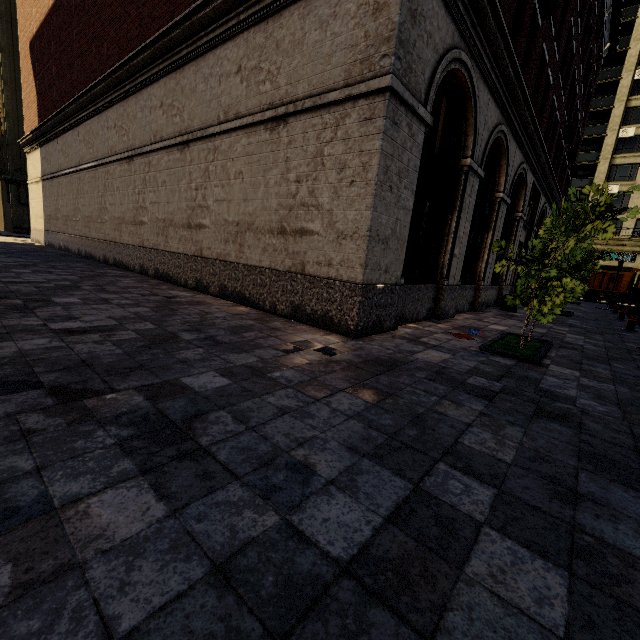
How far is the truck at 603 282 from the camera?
30.02m

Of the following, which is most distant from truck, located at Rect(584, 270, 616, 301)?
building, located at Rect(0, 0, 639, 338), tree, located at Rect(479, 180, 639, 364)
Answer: tree, located at Rect(479, 180, 639, 364)

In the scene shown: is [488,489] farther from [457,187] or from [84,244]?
[84,244]

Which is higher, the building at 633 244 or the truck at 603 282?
the building at 633 244

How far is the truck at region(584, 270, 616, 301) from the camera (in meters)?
30.02

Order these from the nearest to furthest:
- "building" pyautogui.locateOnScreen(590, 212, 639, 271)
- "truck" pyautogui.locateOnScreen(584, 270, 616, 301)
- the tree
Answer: the tree < "truck" pyautogui.locateOnScreen(584, 270, 616, 301) < "building" pyautogui.locateOnScreen(590, 212, 639, 271)

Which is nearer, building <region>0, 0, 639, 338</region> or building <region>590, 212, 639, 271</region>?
building <region>0, 0, 639, 338</region>

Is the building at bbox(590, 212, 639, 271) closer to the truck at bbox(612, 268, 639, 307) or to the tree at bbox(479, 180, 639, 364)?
the tree at bbox(479, 180, 639, 364)
